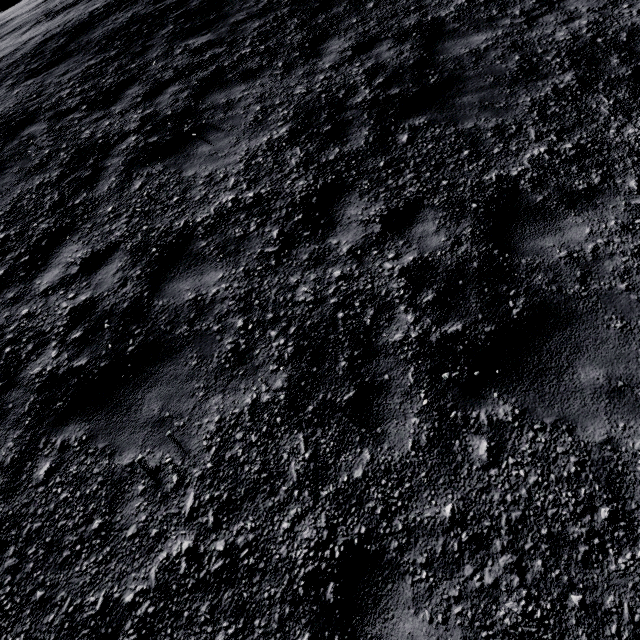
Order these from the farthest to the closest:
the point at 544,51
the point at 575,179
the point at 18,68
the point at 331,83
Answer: the point at 18,68 < the point at 331,83 < the point at 544,51 < the point at 575,179
